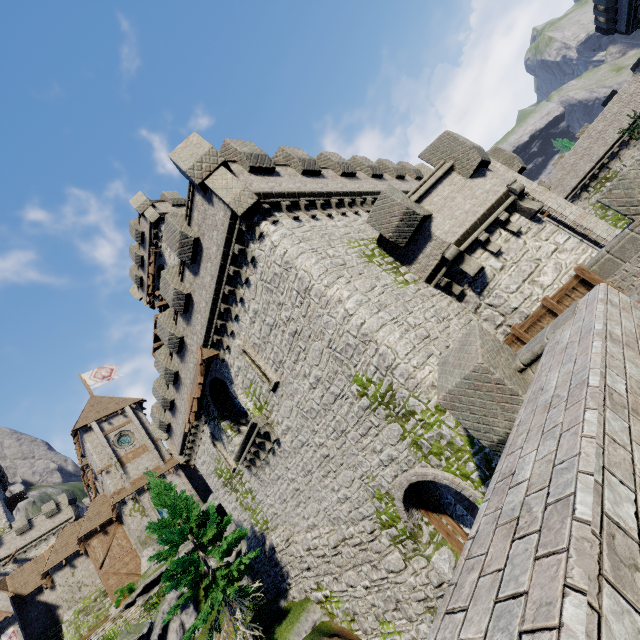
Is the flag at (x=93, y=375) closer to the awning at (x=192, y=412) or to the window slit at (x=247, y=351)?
the awning at (x=192, y=412)

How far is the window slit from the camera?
13.16m

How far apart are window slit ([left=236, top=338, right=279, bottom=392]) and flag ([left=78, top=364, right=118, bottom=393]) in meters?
35.5 m

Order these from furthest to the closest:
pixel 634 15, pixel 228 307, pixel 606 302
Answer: pixel 634 15 → pixel 228 307 → pixel 606 302

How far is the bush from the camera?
26.7 meters

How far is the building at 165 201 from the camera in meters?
27.1 m

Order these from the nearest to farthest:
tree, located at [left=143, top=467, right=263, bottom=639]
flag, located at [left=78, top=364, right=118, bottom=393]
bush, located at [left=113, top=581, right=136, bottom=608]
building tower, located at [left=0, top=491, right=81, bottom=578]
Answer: tree, located at [left=143, top=467, right=263, bottom=639]
bush, located at [left=113, top=581, right=136, bottom=608]
building tower, located at [left=0, top=491, right=81, bottom=578]
flag, located at [left=78, top=364, right=118, bottom=393]

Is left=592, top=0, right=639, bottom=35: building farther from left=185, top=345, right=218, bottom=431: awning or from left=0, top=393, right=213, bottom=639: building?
left=0, top=393, right=213, bottom=639: building
